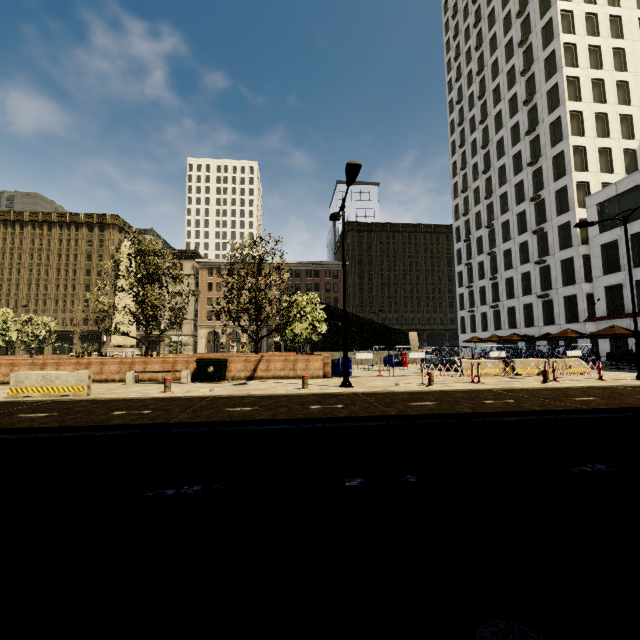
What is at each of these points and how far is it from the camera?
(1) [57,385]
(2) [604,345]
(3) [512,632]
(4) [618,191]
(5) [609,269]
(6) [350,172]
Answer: (1) cement barricade, 10.7m
(2) building, 29.9m
(3) metal bar, 1.0m
(4) building, 28.6m
(5) building, 29.8m
(6) street light, 11.4m

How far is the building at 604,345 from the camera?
29.4 meters

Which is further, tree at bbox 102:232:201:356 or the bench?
tree at bbox 102:232:201:356

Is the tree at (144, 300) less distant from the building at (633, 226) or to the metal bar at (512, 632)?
the metal bar at (512, 632)

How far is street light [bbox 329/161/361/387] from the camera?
11.3m

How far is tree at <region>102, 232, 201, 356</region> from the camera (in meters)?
16.59

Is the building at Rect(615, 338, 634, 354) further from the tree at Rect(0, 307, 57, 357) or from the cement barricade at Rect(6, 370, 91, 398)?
the cement barricade at Rect(6, 370, 91, 398)

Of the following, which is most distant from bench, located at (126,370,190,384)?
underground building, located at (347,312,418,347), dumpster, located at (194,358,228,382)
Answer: underground building, located at (347,312,418,347)
